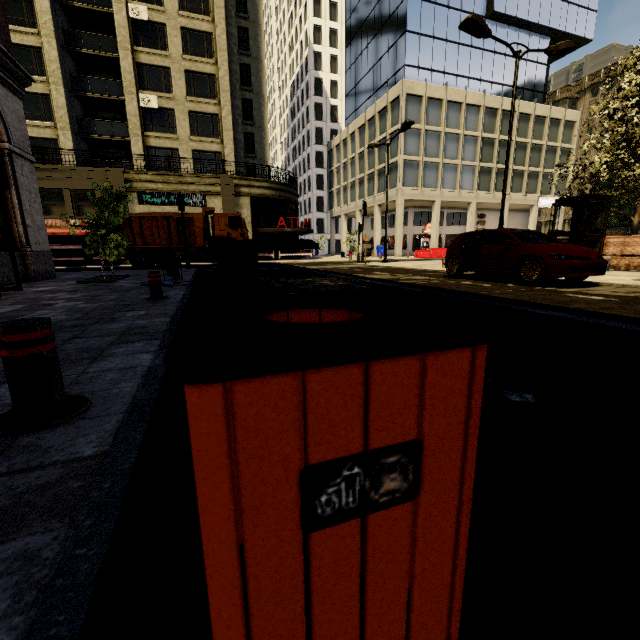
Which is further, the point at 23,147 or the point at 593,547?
the point at 23,147

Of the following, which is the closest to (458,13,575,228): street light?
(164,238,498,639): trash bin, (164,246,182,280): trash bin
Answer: (164,246,182,280): trash bin

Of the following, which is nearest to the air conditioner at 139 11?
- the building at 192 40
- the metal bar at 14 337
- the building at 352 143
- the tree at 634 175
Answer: the building at 192 40

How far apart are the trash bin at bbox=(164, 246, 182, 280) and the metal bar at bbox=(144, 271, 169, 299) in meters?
3.8 m

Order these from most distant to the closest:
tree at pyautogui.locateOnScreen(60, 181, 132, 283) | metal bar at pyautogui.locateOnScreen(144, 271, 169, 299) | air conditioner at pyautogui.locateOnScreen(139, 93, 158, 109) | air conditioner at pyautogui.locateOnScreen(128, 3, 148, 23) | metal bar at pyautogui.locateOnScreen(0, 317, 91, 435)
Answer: air conditioner at pyautogui.locateOnScreen(139, 93, 158, 109)
air conditioner at pyautogui.locateOnScreen(128, 3, 148, 23)
tree at pyautogui.locateOnScreen(60, 181, 132, 283)
metal bar at pyautogui.locateOnScreen(144, 271, 169, 299)
metal bar at pyautogui.locateOnScreen(0, 317, 91, 435)

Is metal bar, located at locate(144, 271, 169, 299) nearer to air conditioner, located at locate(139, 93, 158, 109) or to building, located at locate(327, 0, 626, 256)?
air conditioner, located at locate(139, 93, 158, 109)

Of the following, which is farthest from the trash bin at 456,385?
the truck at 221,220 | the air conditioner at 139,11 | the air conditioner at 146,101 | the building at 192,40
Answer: the air conditioner at 139,11

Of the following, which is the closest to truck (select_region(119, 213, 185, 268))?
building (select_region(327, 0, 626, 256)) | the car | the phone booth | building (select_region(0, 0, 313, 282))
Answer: building (select_region(0, 0, 313, 282))
